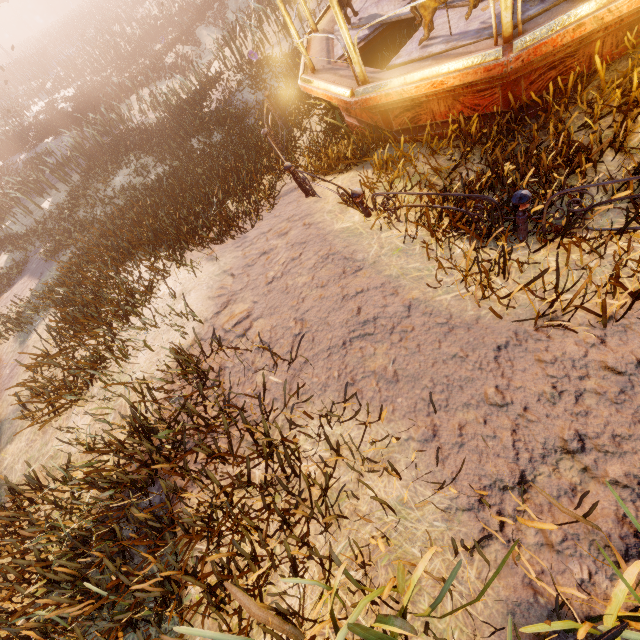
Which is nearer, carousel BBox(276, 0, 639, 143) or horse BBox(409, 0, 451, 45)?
carousel BBox(276, 0, 639, 143)

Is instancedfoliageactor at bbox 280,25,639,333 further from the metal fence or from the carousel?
the metal fence

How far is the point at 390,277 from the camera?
3.7m

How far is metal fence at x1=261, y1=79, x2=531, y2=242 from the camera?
3.1 meters

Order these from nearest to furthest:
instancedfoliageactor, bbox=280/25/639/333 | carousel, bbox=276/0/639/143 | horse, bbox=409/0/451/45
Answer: instancedfoliageactor, bbox=280/25/639/333 < carousel, bbox=276/0/639/143 < horse, bbox=409/0/451/45

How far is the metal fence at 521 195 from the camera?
3.1m

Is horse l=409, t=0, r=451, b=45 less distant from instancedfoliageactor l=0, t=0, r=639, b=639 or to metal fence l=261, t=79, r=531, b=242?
instancedfoliageactor l=0, t=0, r=639, b=639

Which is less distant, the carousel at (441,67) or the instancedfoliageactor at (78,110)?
the instancedfoliageactor at (78,110)
